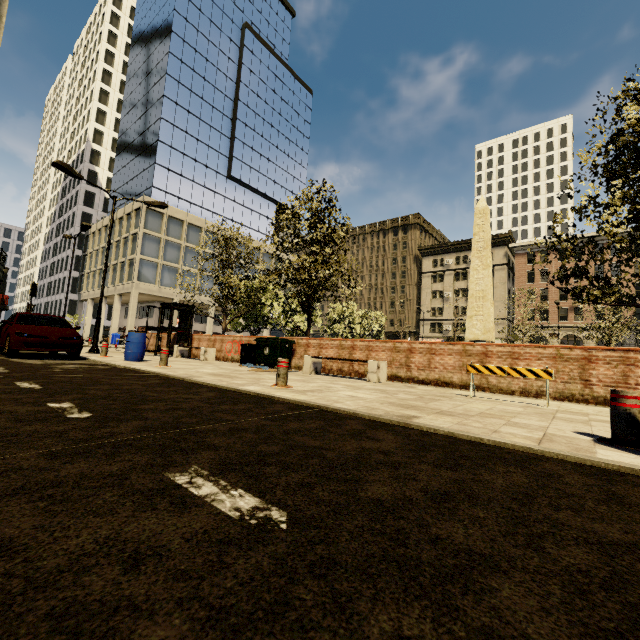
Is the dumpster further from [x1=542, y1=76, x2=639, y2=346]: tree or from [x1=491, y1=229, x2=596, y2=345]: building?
[x1=491, y1=229, x2=596, y2=345]: building

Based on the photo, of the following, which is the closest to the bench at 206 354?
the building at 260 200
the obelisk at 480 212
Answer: the obelisk at 480 212

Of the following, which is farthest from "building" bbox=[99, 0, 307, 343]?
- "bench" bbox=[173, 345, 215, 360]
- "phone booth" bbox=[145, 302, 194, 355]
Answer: "bench" bbox=[173, 345, 215, 360]

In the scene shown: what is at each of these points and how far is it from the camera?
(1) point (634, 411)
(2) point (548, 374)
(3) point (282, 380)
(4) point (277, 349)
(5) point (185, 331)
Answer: (1) metal bar, 3.2m
(2) barricade, 5.9m
(3) metal bar, 6.3m
(4) dumpster, 11.5m
(5) phone booth, 16.6m

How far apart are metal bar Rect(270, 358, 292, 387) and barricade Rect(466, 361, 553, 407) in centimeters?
371cm

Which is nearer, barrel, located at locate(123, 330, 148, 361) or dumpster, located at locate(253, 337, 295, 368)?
barrel, located at locate(123, 330, 148, 361)

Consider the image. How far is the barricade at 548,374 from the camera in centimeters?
591cm

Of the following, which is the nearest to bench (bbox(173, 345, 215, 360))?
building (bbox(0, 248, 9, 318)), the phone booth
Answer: the phone booth
